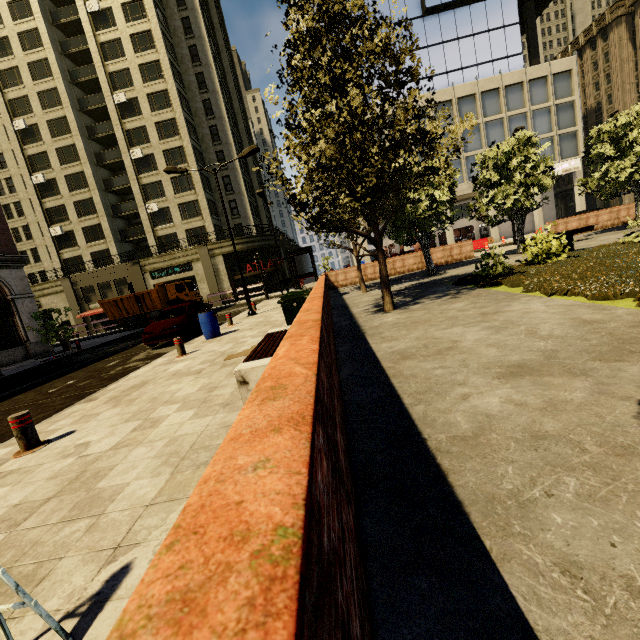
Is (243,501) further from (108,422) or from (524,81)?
(524,81)

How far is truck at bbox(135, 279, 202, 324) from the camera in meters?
28.4 m

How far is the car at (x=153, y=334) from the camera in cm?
1233

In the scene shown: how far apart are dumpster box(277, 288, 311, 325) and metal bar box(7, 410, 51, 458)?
4.9m

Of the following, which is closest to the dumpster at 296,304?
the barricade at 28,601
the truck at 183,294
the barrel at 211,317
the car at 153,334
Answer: the barrel at 211,317

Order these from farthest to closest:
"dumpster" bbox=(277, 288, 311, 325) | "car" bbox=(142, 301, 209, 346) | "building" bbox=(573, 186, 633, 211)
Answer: "building" bbox=(573, 186, 633, 211)
"car" bbox=(142, 301, 209, 346)
"dumpster" bbox=(277, 288, 311, 325)

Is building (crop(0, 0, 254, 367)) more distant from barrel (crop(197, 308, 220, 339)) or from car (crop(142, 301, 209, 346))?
barrel (crop(197, 308, 220, 339))

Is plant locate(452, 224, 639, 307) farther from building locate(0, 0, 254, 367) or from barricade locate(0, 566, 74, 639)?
building locate(0, 0, 254, 367)
